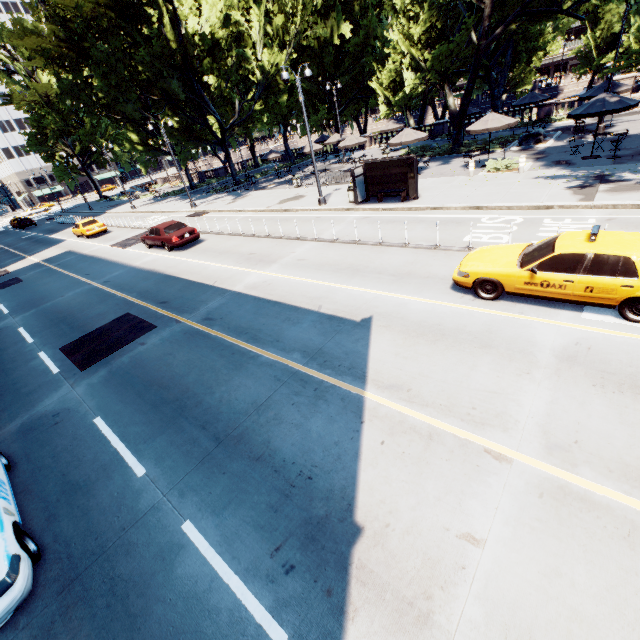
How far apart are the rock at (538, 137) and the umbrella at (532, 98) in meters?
5.0 m

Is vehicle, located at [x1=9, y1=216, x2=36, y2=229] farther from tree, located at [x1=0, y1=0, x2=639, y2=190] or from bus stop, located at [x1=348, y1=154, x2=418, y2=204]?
bus stop, located at [x1=348, y1=154, x2=418, y2=204]

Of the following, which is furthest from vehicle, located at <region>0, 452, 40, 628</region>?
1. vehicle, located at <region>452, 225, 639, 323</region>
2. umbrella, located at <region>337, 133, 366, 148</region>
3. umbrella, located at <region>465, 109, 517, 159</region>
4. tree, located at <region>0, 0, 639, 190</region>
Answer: umbrella, located at <region>337, 133, 366, 148</region>

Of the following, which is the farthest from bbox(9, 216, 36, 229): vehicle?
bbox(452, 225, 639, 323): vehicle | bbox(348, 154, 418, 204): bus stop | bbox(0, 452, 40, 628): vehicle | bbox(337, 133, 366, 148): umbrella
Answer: bbox(452, 225, 639, 323): vehicle

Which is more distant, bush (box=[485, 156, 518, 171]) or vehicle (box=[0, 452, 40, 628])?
bush (box=[485, 156, 518, 171])

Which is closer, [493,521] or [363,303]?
[493,521]

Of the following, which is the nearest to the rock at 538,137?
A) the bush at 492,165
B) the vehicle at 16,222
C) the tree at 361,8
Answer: the tree at 361,8

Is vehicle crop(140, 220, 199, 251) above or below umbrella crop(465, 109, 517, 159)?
below
